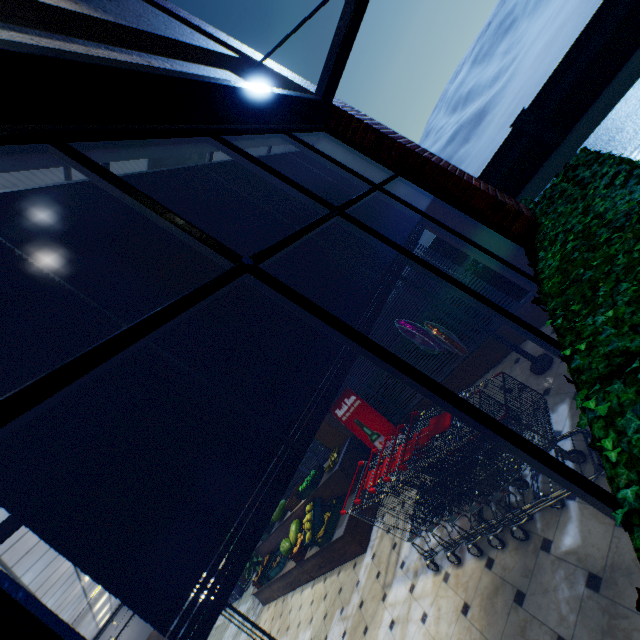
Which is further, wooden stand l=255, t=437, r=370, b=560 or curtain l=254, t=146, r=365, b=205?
wooden stand l=255, t=437, r=370, b=560

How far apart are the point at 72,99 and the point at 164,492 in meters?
1.8 m

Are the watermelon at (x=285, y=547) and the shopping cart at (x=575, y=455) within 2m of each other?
no

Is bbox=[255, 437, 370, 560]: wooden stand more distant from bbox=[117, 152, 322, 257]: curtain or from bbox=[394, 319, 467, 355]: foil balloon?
bbox=[117, 152, 322, 257]: curtain

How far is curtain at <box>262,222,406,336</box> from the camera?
1.90m

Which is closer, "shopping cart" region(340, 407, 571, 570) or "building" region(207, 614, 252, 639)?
"shopping cart" region(340, 407, 571, 570)

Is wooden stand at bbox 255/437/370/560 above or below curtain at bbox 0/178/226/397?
below

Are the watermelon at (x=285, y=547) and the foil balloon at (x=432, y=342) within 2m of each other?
no
